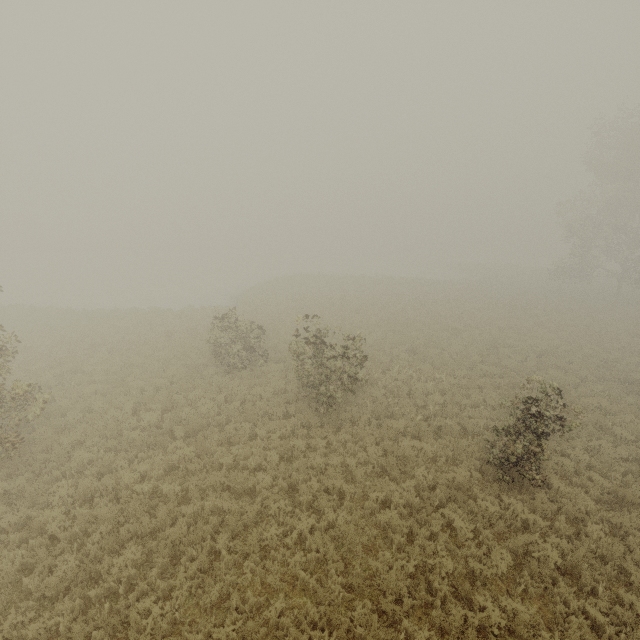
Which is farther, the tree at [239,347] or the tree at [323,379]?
the tree at [239,347]

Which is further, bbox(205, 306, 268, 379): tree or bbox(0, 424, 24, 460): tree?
bbox(205, 306, 268, 379): tree

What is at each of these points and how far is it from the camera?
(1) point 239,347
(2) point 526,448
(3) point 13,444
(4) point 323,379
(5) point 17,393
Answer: (1) tree, 15.51m
(2) tree, 9.46m
(3) tree, 9.52m
(4) tree, 12.62m
(5) tree, 9.60m

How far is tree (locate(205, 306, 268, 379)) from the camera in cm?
1541

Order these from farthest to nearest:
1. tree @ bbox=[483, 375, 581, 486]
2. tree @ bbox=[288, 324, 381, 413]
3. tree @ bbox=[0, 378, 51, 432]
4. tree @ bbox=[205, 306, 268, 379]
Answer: tree @ bbox=[205, 306, 268, 379]
tree @ bbox=[288, 324, 381, 413]
tree @ bbox=[0, 378, 51, 432]
tree @ bbox=[483, 375, 581, 486]

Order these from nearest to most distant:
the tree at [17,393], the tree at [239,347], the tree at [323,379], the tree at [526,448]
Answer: the tree at [526,448] < the tree at [17,393] < the tree at [323,379] < the tree at [239,347]
